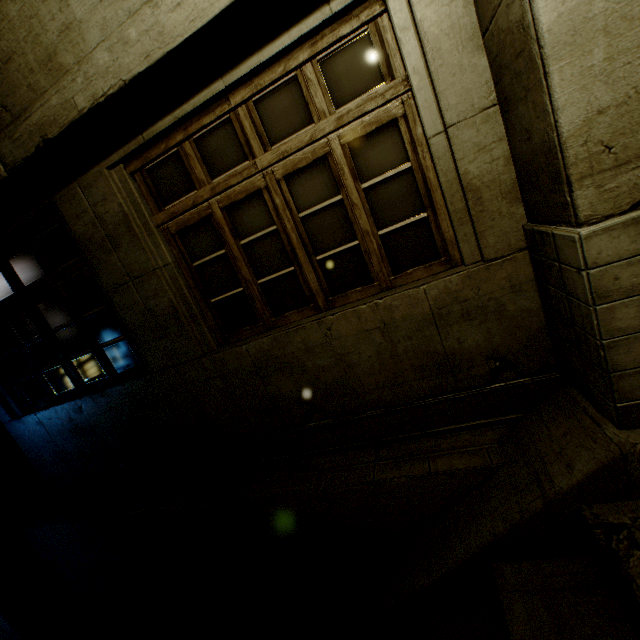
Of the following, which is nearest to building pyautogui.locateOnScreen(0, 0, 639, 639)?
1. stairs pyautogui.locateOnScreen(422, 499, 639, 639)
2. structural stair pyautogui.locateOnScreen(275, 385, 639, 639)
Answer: structural stair pyautogui.locateOnScreen(275, 385, 639, 639)

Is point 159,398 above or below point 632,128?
below

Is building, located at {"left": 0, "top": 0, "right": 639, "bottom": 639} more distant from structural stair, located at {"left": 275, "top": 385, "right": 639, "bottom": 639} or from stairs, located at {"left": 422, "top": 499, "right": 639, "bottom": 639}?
stairs, located at {"left": 422, "top": 499, "right": 639, "bottom": 639}

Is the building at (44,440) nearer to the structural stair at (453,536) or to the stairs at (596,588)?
the structural stair at (453,536)

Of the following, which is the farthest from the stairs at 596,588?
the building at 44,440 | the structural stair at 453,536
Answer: the building at 44,440
